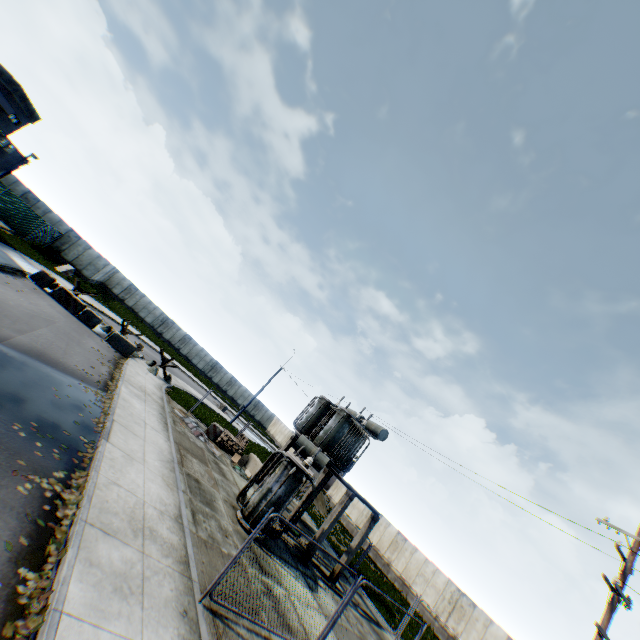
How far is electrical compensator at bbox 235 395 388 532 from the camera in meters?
12.2

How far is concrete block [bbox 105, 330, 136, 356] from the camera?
21.0 meters

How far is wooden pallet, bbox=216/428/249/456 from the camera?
20.1 meters

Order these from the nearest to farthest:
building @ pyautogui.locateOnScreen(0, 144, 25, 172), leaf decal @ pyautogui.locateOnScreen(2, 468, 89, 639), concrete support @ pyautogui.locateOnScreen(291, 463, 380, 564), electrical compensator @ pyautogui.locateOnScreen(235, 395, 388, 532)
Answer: leaf decal @ pyautogui.locateOnScreen(2, 468, 89, 639)
electrical compensator @ pyautogui.locateOnScreen(235, 395, 388, 532)
concrete support @ pyautogui.locateOnScreen(291, 463, 380, 564)
building @ pyautogui.locateOnScreen(0, 144, 25, 172)

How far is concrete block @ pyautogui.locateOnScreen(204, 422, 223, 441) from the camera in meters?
19.6

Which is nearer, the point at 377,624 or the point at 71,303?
the point at 377,624

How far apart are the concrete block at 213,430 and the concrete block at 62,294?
9.76m

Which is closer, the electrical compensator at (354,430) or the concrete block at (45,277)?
the electrical compensator at (354,430)
